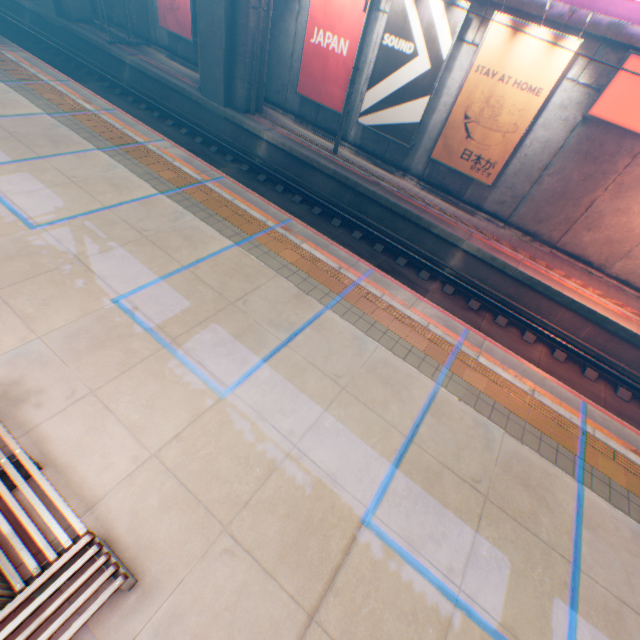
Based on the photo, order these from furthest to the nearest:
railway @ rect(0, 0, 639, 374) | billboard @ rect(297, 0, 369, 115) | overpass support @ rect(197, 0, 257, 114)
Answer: A:
1. overpass support @ rect(197, 0, 257, 114)
2. billboard @ rect(297, 0, 369, 115)
3. railway @ rect(0, 0, 639, 374)

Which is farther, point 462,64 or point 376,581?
point 462,64

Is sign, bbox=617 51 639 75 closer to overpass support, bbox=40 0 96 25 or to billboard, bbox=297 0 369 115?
billboard, bbox=297 0 369 115

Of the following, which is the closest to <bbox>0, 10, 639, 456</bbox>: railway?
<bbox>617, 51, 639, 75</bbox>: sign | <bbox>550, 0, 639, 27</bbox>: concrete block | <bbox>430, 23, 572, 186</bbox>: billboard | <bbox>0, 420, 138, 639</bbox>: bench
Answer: <bbox>430, 23, 572, 186</bbox>: billboard

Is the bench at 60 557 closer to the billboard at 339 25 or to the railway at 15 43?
the railway at 15 43

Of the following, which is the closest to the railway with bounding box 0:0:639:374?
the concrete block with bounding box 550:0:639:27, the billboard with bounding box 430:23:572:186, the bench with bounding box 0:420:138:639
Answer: the billboard with bounding box 430:23:572:186

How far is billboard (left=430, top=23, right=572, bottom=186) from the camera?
9.92m

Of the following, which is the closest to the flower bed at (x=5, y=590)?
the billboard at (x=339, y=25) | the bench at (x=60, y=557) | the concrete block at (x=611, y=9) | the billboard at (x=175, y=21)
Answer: the bench at (x=60, y=557)
